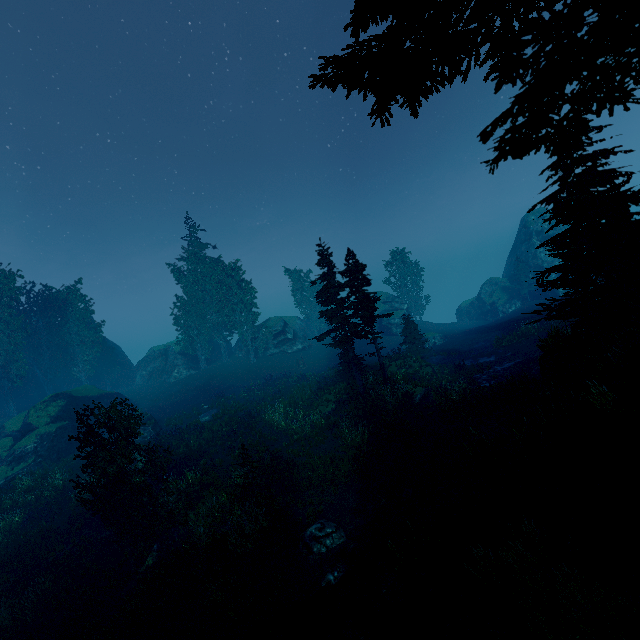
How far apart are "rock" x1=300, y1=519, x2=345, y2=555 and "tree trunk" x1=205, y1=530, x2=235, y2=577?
2.7 meters

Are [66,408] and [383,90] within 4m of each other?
no

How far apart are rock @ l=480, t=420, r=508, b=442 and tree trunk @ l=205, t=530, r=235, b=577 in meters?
10.6 m

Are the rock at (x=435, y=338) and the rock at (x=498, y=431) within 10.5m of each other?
no

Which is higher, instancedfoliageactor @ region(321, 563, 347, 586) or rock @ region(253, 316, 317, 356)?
rock @ region(253, 316, 317, 356)

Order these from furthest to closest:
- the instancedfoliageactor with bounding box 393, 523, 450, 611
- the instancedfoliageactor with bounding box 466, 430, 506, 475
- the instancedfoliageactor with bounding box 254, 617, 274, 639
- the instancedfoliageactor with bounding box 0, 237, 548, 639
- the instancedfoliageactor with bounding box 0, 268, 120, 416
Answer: the instancedfoliageactor with bounding box 0, 268, 120, 416
the instancedfoliageactor with bounding box 0, 237, 548, 639
the instancedfoliageactor with bounding box 466, 430, 506, 475
the instancedfoliageactor with bounding box 254, 617, 274, 639
the instancedfoliageactor with bounding box 393, 523, 450, 611

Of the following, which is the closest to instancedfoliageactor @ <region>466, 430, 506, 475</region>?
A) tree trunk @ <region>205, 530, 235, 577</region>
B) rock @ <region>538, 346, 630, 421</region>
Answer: rock @ <region>538, 346, 630, 421</region>

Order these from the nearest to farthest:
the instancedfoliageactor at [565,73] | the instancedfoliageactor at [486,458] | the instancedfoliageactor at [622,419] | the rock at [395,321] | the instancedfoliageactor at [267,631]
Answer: the instancedfoliageactor at [565,73] < the instancedfoliageactor at [622,419] < the instancedfoliageactor at [267,631] < the instancedfoliageactor at [486,458] < the rock at [395,321]
